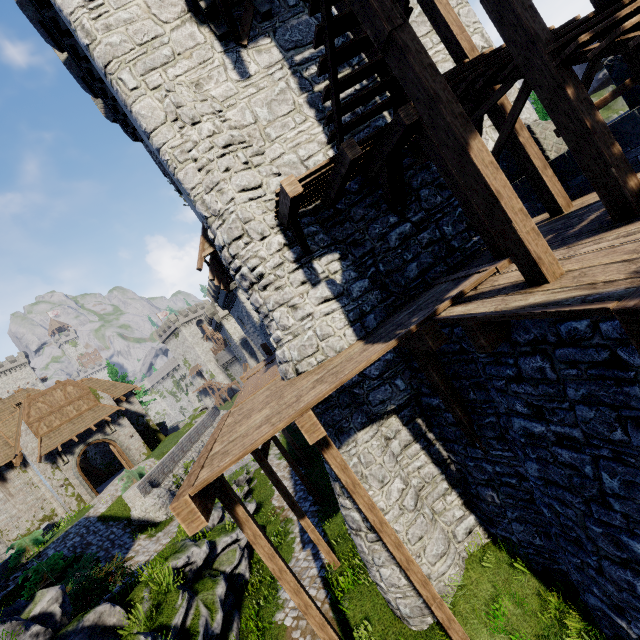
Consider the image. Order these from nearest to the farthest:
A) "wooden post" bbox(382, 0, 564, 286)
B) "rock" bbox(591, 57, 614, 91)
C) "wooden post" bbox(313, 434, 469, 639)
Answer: "wooden post" bbox(382, 0, 564, 286)
"wooden post" bbox(313, 434, 469, 639)
"rock" bbox(591, 57, 614, 91)

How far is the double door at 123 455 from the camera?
23.9 meters

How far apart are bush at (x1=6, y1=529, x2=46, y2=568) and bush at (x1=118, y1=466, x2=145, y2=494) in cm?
480

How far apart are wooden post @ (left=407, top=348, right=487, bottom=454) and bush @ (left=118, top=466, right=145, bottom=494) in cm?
2056

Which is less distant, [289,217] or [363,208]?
[289,217]

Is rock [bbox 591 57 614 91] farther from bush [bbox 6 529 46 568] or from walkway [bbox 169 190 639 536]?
bush [bbox 6 529 46 568]

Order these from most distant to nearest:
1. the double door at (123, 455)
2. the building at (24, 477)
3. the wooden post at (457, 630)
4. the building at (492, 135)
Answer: the double door at (123, 455) < the building at (24, 477) < the building at (492, 135) < the wooden post at (457, 630)

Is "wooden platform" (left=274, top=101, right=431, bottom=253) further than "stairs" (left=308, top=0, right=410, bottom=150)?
Yes
